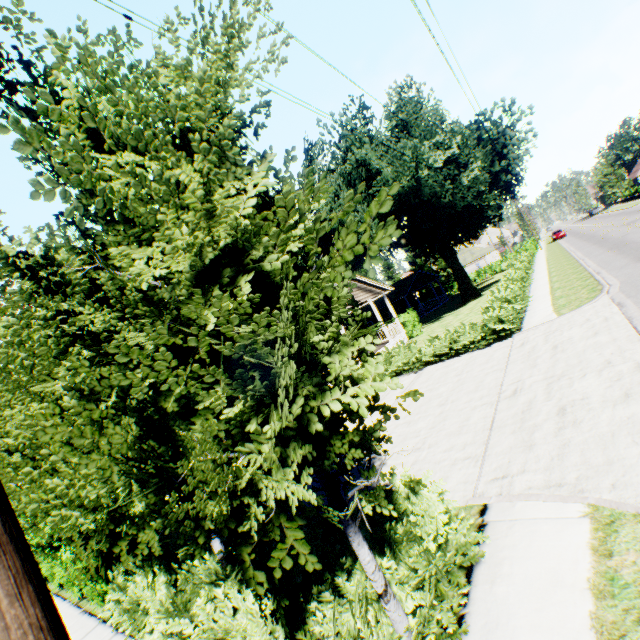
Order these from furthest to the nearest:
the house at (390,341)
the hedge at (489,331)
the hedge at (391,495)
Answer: the house at (390,341), the hedge at (489,331), the hedge at (391,495)

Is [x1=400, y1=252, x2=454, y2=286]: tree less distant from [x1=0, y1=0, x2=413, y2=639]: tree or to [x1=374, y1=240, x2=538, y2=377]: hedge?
[x1=374, y1=240, x2=538, y2=377]: hedge

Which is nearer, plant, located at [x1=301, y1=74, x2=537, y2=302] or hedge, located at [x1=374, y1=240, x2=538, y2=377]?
hedge, located at [x1=374, y1=240, x2=538, y2=377]

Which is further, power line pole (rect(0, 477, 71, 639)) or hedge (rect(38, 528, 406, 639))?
hedge (rect(38, 528, 406, 639))

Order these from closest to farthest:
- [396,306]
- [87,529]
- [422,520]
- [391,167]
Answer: [422,520], [87,529], [391,167], [396,306]

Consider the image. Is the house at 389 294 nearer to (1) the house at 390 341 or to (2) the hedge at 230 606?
(1) the house at 390 341

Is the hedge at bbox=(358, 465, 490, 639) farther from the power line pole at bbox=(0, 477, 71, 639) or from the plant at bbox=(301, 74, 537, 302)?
the plant at bbox=(301, 74, 537, 302)

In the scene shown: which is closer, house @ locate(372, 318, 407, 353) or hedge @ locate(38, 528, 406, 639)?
hedge @ locate(38, 528, 406, 639)
